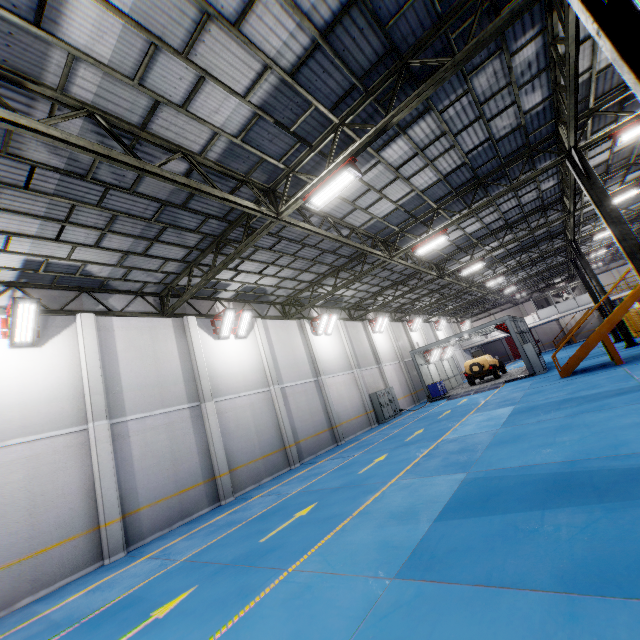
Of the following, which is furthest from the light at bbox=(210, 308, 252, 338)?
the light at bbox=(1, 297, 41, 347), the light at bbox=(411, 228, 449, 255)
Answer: the light at bbox=(411, 228, 449, 255)

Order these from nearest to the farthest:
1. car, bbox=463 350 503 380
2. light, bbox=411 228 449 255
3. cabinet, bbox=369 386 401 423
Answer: light, bbox=411 228 449 255 < cabinet, bbox=369 386 401 423 < car, bbox=463 350 503 380

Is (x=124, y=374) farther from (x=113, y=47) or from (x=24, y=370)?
(x=113, y=47)

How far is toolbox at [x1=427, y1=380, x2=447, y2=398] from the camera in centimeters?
2620cm

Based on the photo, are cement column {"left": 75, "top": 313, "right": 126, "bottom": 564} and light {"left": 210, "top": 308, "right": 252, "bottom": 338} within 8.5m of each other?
yes

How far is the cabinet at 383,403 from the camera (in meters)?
22.80

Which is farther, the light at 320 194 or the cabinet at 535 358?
the cabinet at 535 358

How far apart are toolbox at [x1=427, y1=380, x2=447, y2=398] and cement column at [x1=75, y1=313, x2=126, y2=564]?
22.5 meters
